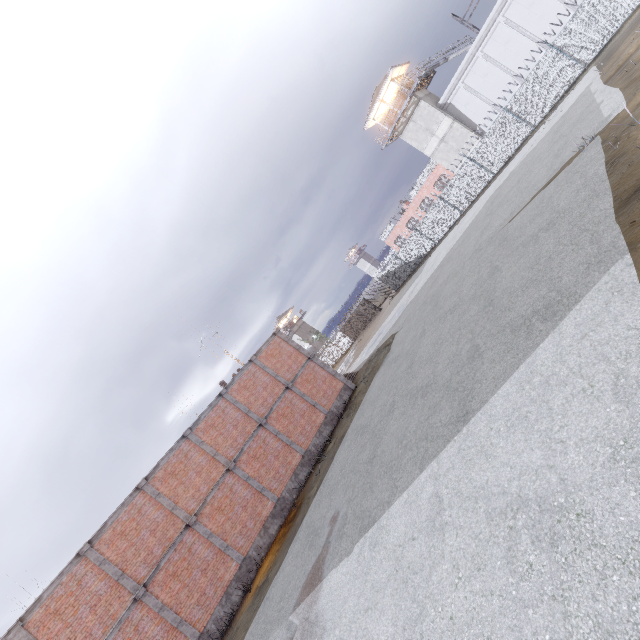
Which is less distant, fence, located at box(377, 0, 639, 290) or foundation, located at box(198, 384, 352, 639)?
foundation, located at box(198, 384, 352, 639)

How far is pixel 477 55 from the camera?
29.05m

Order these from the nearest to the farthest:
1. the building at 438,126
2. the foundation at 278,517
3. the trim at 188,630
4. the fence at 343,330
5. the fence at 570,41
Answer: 1. the trim at 188,630
2. the foundation at 278,517
3. the fence at 570,41
4. the building at 438,126
5. the fence at 343,330

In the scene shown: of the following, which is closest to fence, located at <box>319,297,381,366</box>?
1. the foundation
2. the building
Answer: the building

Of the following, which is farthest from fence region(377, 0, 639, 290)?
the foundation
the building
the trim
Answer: the foundation

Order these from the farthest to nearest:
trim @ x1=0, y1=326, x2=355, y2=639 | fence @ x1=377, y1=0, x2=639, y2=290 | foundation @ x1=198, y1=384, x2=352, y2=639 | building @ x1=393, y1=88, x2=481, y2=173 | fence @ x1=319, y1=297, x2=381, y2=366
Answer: fence @ x1=319, y1=297, x2=381, y2=366, building @ x1=393, y1=88, x2=481, y2=173, fence @ x1=377, y1=0, x2=639, y2=290, foundation @ x1=198, y1=384, x2=352, y2=639, trim @ x1=0, y1=326, x2=355, y2=639

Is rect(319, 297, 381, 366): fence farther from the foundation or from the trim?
the foundation

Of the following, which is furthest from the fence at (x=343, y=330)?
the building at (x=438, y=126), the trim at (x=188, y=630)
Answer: the trim at (x=188, y=630)
